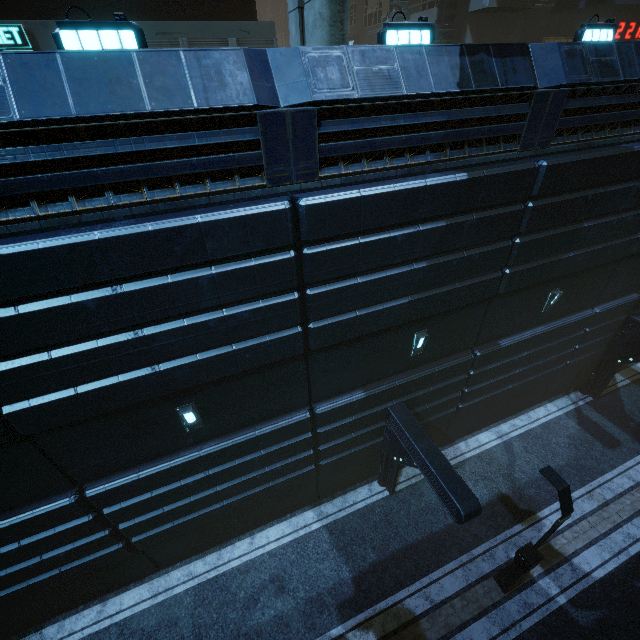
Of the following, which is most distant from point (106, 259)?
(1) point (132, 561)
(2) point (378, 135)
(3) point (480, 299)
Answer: (1) point (132, 561)

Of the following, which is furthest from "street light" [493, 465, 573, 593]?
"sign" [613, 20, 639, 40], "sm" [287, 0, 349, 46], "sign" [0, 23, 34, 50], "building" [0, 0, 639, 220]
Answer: "sign" [613, 20, 639, 40]

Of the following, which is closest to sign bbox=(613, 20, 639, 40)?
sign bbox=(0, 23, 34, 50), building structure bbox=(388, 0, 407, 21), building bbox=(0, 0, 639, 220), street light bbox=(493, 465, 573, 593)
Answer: building bbox=(0, 0, 639, 220)

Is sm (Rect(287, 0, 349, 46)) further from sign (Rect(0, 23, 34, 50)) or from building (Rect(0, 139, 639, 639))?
sign (Rect(0, 23, 34, 50))

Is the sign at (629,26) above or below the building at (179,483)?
above

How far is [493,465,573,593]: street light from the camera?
7.65m

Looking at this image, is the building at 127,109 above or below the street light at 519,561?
above

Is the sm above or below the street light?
above
